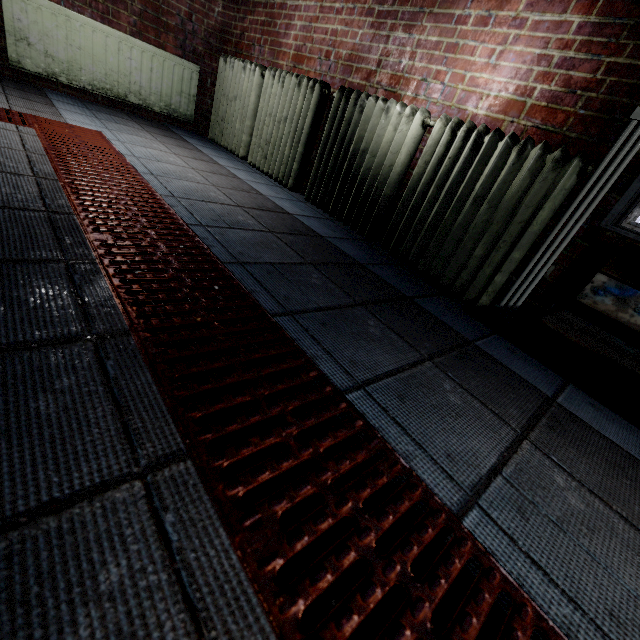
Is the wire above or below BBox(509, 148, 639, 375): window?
below

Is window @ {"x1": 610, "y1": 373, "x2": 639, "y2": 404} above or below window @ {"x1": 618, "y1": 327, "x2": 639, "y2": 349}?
below

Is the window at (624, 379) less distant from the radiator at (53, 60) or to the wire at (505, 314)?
the wire at (505, 314)

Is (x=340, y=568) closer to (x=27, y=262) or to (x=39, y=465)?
(x=39, y=465)

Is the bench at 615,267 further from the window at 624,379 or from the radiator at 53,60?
the radiator at 53,60

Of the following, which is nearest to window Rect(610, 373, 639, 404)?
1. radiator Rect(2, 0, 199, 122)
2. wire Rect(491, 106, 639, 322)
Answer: wire Rect(491, 106, 639, 322)

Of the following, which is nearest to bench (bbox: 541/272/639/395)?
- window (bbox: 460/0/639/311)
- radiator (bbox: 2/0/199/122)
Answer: window (bbox: 460/0/639/311)
